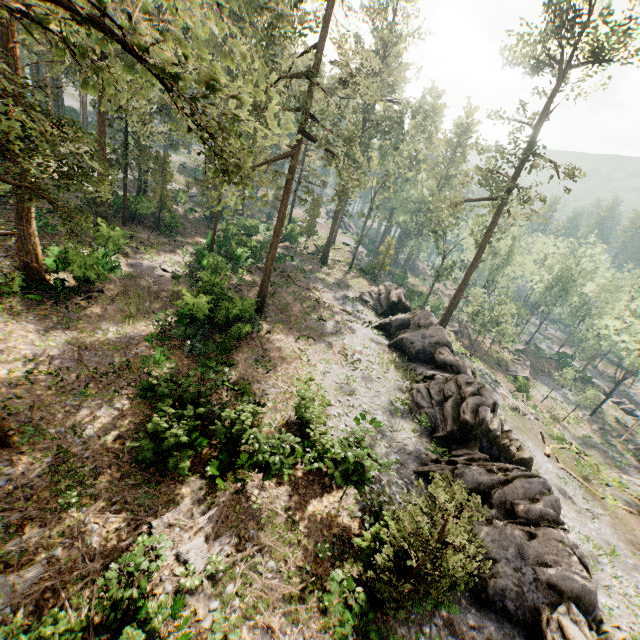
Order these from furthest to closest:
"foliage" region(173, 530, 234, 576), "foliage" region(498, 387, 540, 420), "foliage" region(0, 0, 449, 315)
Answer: "foliage" region(498, 387, 540, 420) → "foliage" region(173, 530, 234, 576) → "foliage" region(0, 0, 449, 315)

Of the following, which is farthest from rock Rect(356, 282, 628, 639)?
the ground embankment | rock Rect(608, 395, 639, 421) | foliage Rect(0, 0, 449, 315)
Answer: rock Rect(608, 395, 639, 421)

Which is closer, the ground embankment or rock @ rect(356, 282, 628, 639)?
rock @ rect(356, 282, 628, 639)

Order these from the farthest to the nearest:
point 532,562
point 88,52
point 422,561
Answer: point 532,562, point 422,561, point 88,52

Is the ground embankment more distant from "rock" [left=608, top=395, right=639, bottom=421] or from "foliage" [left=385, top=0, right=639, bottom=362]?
"rock" [left=608, top=395, right=639, bottom=421]

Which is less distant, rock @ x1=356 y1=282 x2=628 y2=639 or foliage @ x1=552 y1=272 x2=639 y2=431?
rock @ x1=356 y1=282 x2=628 y2=639

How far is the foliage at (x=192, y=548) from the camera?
10.6 meters

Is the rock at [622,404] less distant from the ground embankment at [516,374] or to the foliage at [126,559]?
the foliage at [126,559]
